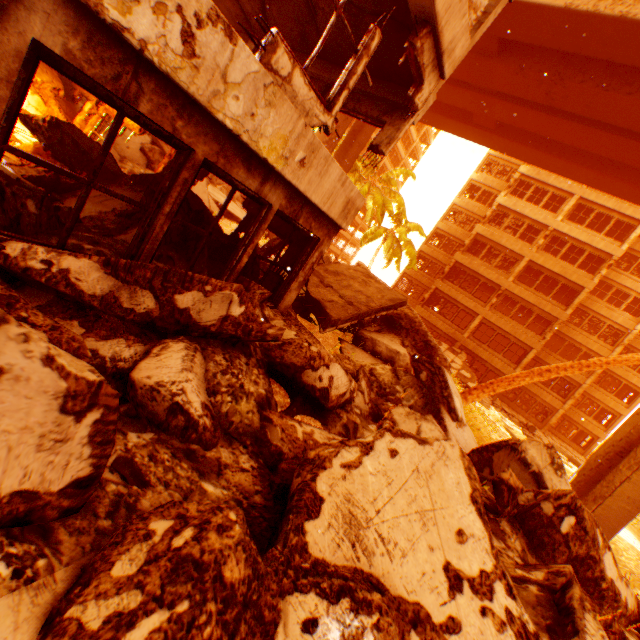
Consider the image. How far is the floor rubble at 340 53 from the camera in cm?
608

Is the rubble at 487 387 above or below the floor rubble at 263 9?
below

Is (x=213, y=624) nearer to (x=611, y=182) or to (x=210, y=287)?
(x=210, y=287)

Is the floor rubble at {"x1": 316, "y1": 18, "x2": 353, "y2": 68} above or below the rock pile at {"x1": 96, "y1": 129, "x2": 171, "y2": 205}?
above

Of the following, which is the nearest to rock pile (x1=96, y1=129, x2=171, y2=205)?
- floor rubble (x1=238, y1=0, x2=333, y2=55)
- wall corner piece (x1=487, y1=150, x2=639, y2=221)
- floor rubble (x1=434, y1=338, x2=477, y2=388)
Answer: floor rubble (x1=434, y1=338, x2=477, y2=388)

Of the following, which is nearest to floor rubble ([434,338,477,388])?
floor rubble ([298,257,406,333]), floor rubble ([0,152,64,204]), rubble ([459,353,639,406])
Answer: rubble ([459,353,639,406])

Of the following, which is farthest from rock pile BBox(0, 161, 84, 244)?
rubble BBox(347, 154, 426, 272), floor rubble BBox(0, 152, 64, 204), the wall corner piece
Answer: the wall corner piece

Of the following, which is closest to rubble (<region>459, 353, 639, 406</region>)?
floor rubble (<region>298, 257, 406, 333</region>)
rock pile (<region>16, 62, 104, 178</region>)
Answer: rock pile (<region>16, 62, 104, 178</region>)
